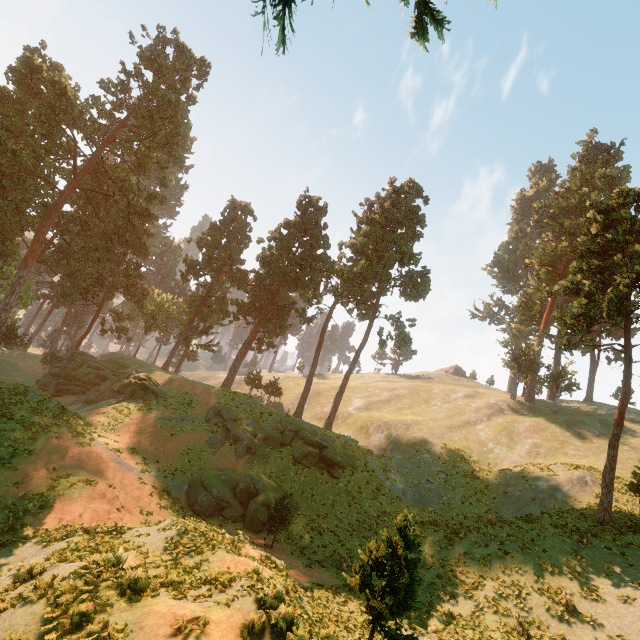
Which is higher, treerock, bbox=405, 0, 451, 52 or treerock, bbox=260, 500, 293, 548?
treerock, bbox=405, 0, 451, 52

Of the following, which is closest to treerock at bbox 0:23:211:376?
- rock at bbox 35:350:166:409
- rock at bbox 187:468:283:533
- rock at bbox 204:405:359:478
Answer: rock at bbox 35:350:166:409

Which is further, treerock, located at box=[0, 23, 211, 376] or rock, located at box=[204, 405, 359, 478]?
treerock, located at box=[0, 23, 211, 376]

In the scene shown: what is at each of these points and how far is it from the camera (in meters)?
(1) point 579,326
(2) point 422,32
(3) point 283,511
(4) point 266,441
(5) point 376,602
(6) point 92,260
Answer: (1) treerock, 22.19
(2) treerock, 9.64
(3) treerock, 21.27
(4) rock, 30.75
(5) treerock, 7.34
(6) treerock, 44.28

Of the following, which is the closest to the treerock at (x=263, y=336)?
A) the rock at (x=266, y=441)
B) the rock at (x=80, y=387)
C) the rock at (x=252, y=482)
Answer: the rock at (x=80, y=387)
